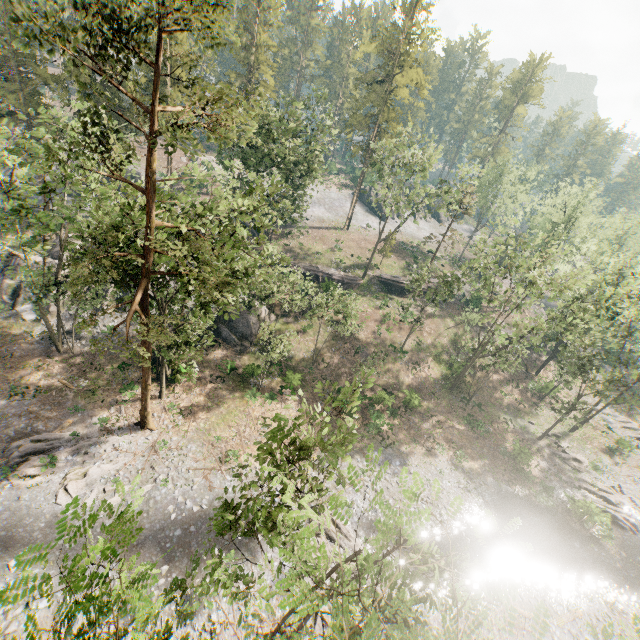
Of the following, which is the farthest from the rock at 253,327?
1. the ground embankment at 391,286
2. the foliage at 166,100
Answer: the ground embankment at 391,286

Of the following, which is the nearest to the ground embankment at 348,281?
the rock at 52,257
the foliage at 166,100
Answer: the rock at 52,257

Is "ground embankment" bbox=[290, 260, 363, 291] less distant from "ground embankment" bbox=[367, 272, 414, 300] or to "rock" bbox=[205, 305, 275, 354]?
"rock" bbox=[205, 305, 275, 354]

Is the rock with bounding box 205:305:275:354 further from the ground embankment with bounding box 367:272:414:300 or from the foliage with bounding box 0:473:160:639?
the ground embankment with bounding box 367:272:414:300

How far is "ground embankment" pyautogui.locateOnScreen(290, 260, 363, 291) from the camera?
43.53m

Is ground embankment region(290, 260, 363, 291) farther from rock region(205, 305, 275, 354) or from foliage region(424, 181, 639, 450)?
foliage region(424, 181, 639, 450)

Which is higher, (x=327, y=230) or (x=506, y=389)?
(x=327, y=230)
